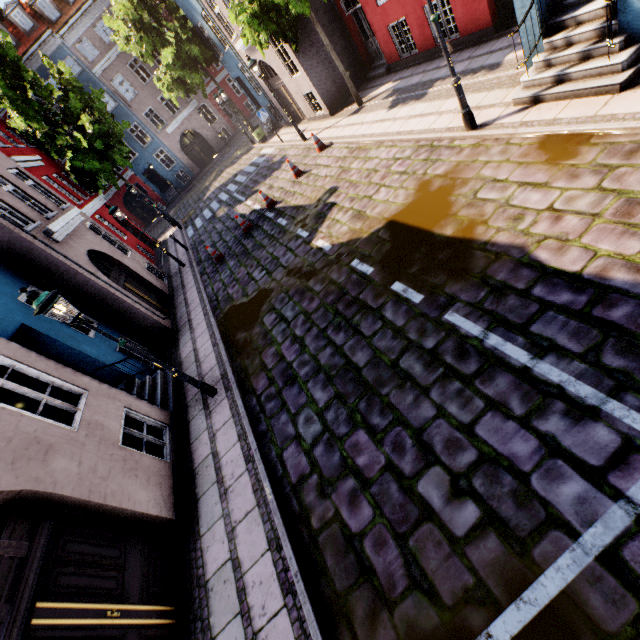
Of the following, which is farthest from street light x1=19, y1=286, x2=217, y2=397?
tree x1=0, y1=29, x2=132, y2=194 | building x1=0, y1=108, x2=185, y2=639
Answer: tree x1=0, y1=29, x2=132, y2=194

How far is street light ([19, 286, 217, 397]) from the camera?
5.09m

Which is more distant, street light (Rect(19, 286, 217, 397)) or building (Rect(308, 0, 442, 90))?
building (Rect(308, 0, 442, 90))

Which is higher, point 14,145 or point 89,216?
point 14,145

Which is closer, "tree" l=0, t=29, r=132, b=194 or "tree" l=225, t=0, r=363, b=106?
"tree" l=225, t=0, r=363, b=106

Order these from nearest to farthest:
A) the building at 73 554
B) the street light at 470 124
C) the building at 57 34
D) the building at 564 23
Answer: the building at 73 554 < the building at 564 23 < the street light at 470 124 < the building at 57 34

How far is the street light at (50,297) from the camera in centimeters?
509cm

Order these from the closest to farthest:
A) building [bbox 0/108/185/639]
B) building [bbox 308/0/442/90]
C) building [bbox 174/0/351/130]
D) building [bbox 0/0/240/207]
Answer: building [bbox 0/108/185/639], building [bbox 308/0/442/90], building [bbox 174/0/351/130], building [bbox 0/0/240/207]
